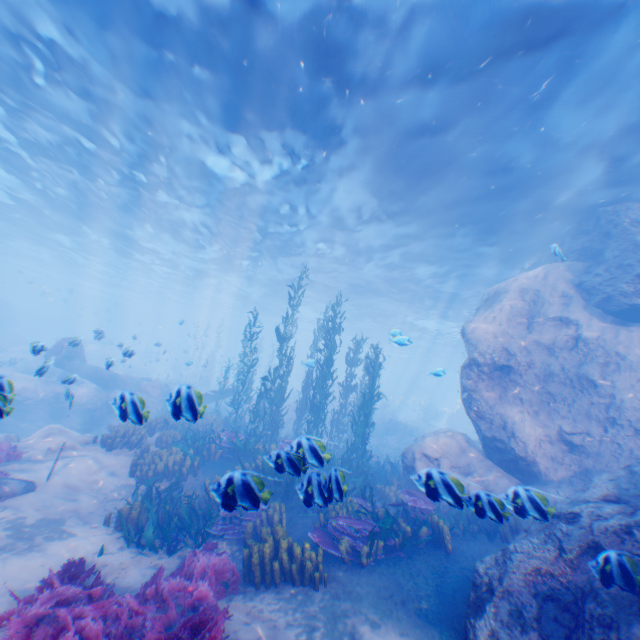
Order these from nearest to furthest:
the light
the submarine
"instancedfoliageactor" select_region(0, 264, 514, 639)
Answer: "instancedfoliageactor" select_region(0, 264, 514, 639) < the light < the submarine

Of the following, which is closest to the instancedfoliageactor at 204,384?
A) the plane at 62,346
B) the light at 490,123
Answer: the plane at 62,346

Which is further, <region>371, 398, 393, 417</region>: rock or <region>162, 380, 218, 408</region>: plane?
<region>371, 398, 393, 417</region>: rock

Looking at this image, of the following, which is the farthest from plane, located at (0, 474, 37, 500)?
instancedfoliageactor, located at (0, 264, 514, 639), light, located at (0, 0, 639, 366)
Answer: light, located at (0, 0, 639, 366)

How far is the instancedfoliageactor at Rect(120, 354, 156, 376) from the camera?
33.7m

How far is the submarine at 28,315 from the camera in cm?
4199

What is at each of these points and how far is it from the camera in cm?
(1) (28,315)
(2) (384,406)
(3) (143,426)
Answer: (1) submarine, 5016
(2) rock, 4062
(3) instancedfoliageactor, 1272

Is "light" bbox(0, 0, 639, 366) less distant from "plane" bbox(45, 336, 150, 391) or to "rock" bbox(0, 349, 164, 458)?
"rock" bbox(0, 349, 164, 458)
